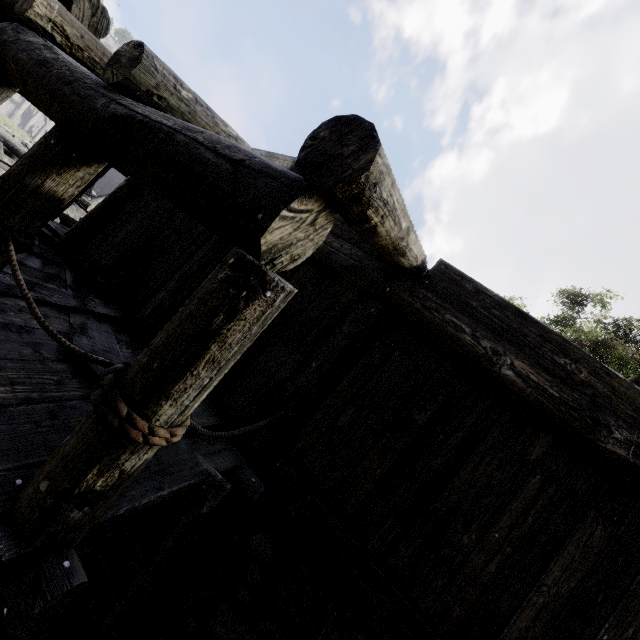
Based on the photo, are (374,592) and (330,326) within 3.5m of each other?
yes
